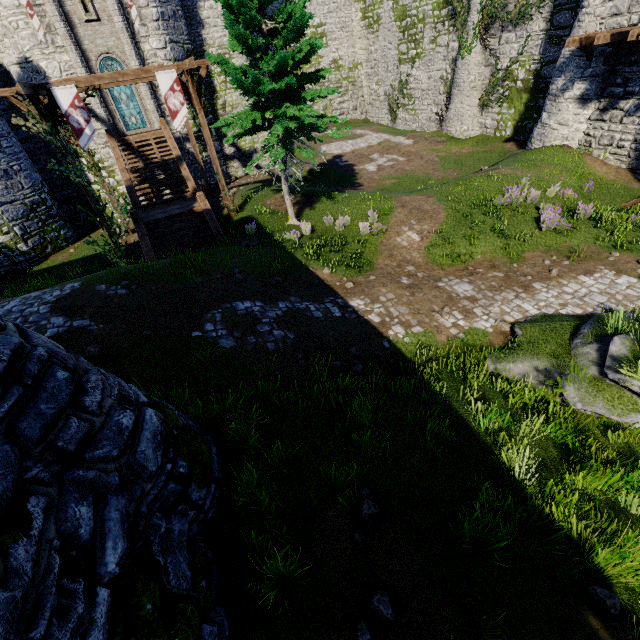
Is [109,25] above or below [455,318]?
above

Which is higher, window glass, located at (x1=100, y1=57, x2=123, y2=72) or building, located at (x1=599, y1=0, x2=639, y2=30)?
window glass, located at (x1=100, y1=57, x2=123, y2=72)

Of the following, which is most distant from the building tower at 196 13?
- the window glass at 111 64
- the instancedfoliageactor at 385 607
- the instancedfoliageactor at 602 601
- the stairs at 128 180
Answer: the instancedfoliageactor at 602 601

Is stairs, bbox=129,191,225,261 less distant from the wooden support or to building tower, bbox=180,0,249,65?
the wooden support

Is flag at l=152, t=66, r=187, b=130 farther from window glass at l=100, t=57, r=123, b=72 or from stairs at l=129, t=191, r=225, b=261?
window glass at l=100, t=57, r=123, b=72

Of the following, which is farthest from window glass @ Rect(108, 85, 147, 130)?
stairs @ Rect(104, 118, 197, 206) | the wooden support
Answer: the wooden support

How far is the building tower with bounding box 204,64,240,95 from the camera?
24.0m

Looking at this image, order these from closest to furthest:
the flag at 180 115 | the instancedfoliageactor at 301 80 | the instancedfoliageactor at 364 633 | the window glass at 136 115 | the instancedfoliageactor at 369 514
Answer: the instancedfoliageactor at 364 633
the instancedfoliageactor at 369 514
the instancedfoliageactor at 301 80
the flag at 180 115
the window glass at 136 115
